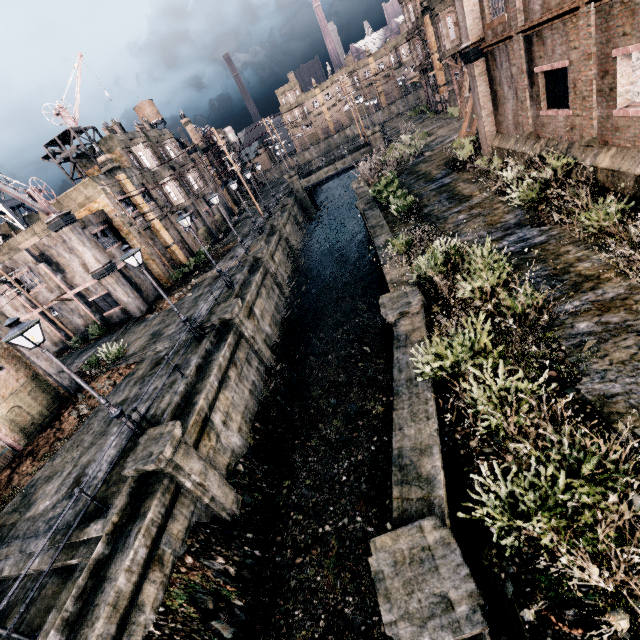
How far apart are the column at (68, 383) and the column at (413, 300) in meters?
18.3 m

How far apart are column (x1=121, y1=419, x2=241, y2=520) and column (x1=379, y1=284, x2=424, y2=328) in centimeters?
818cm

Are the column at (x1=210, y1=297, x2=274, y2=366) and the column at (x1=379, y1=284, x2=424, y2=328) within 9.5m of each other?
yes

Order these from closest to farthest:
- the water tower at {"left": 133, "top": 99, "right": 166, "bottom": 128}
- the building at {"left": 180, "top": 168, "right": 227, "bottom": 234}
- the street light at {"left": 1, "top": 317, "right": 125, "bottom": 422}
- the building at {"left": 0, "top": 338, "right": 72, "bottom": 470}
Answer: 1. the street light at {"left": 1, "top": 317, "right": 125, "bottom": 422}
2. the building at {"left": 0, "top": 338, "right": 72, "bottom": 470}
3. the building at {"left": 180, "top": 168, "right": 227, "bottom": 234}
4. the water tower at {"left": 133, "top": 99, "right": 166, "bottom": 128}

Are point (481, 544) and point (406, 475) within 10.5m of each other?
yes

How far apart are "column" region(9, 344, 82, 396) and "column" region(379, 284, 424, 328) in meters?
18.3 m

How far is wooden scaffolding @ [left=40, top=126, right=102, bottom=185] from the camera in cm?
2933

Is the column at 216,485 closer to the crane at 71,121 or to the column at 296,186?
the crane at 71,121
